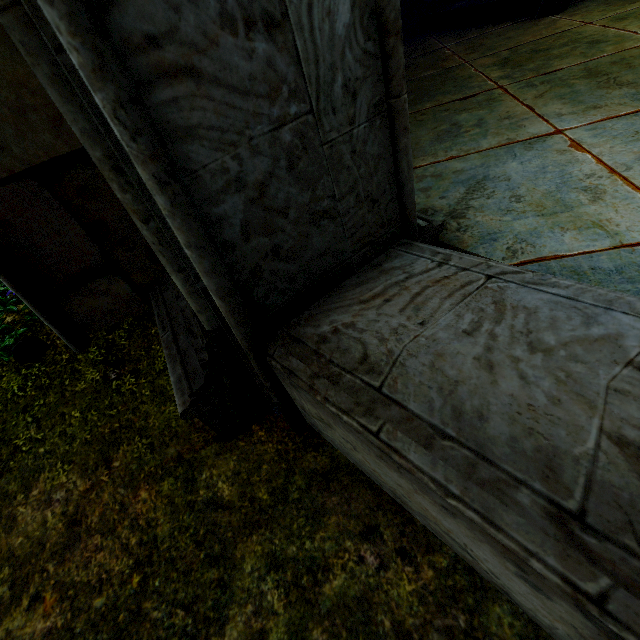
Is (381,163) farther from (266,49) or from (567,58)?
(567,58)
